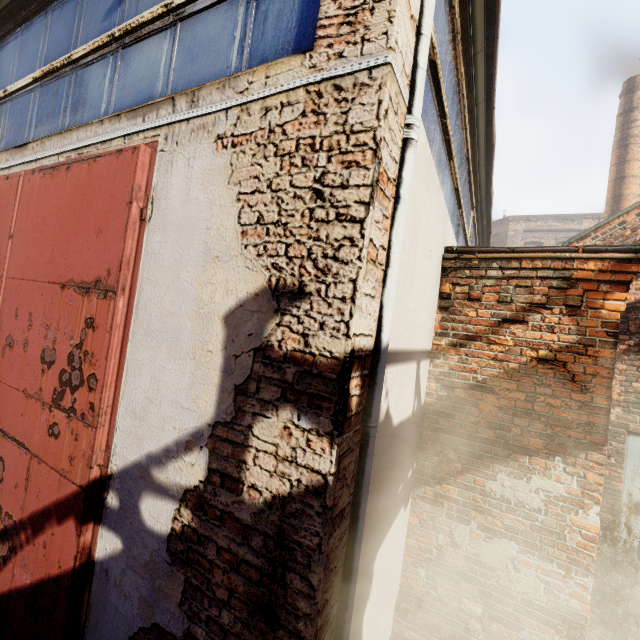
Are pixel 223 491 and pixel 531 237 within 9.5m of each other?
no
